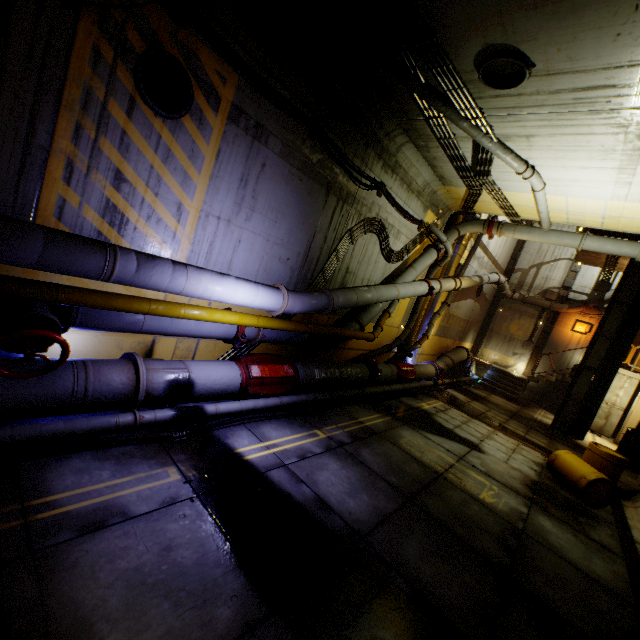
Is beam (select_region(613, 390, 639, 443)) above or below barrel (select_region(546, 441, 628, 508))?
above

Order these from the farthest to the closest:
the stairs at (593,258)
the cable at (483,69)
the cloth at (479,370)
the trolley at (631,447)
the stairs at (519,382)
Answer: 1. the cloth at (479,370)
2. the stairs at (519,382)
3. the stairs at (593,258)
4. the trolley at (631,447)
5. the cable at (483,69)

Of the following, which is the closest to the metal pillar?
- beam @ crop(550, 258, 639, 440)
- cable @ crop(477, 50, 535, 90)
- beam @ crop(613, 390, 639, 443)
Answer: beam @ crop(613, 390, 639, 443)

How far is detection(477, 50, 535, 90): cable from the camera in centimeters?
497cm

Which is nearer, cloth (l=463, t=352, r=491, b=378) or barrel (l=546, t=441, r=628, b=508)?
barrel (l=546, t=441, r=628, b=508)

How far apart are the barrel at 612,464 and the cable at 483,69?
8.3m

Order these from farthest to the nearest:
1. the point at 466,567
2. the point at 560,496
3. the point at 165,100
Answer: the point at 560,496 < the point at 165,100 < the point at 466,567

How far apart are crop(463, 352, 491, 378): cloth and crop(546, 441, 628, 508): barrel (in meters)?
10.19
